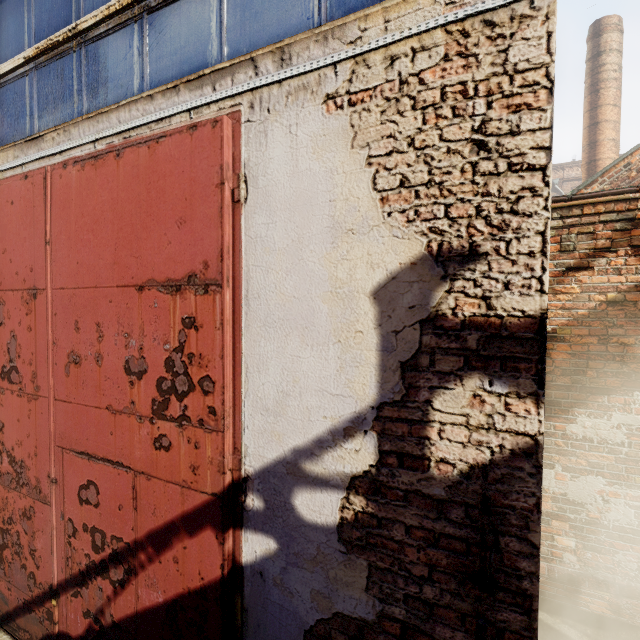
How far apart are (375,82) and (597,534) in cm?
431

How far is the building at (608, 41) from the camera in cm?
1073

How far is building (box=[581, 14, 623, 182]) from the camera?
10.7 meters
